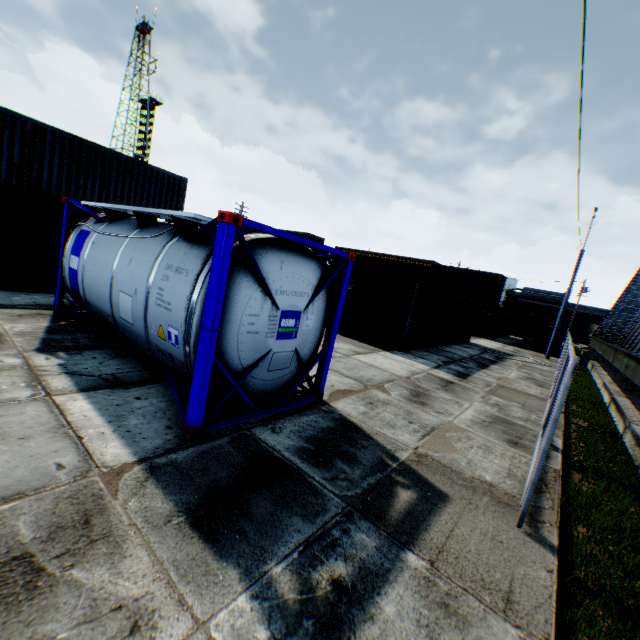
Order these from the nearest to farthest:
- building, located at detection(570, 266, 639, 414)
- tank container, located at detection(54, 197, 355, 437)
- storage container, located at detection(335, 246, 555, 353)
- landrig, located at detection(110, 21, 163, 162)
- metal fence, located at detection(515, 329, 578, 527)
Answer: metal fence, located at detection(515, 329, 578, 527) < tank container, located at detection(54, 197, 355, 437) < building, located at detection(570, 266, 639, 414) < storage container, located at detection(335, 246, 555, 353) < landrig, located at detection(110, 21, 163, 162)

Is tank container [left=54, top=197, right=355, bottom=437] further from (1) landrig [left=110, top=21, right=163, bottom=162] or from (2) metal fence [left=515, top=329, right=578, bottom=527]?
(1) landrig [left=110, top=21, right=163, bottom=162]

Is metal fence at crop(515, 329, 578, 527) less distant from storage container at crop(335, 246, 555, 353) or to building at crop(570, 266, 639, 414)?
building at crop(570, 266, 639, 414)

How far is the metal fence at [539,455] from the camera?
3.7m

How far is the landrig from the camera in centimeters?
5225cm

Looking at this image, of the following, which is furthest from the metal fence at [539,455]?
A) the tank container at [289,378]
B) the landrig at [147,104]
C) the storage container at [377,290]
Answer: the landrig at [147,104]

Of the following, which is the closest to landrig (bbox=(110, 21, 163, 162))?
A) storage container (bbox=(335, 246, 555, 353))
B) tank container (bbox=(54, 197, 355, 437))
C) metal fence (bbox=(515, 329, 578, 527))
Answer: storage container (bbox=(335, 246, 555, 353))

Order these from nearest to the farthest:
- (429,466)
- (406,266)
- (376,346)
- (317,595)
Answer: (317,595) → (429,466) → (376,346) → (406,266)
